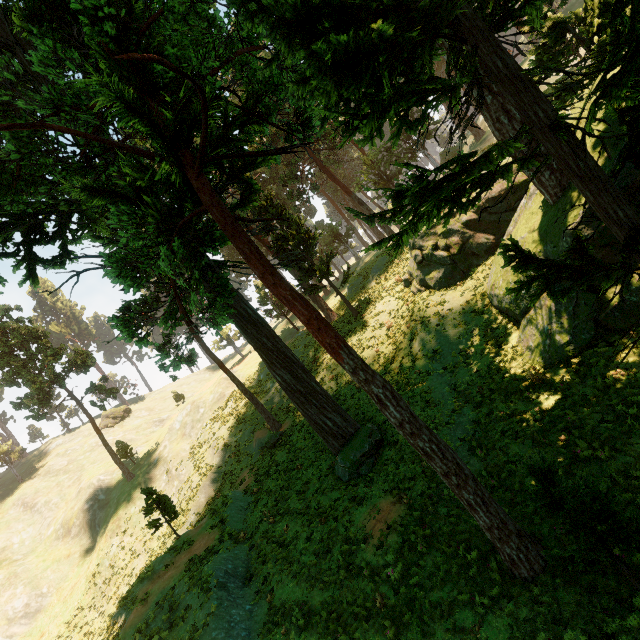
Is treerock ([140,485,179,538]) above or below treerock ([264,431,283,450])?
above

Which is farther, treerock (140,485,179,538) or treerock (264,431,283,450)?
treerock (264,431,283,450)

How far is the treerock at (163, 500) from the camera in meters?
19.0 m

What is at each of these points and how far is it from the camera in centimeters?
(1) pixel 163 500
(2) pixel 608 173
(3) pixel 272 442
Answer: (1) treerock, 1948cm
(2) treerock, 991cm
(3) treerock, 2270cm

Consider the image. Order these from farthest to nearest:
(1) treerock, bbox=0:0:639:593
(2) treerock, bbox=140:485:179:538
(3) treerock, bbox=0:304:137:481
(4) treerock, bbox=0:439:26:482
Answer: (4) treerock, bbox=0:439:26:482 → (3) treerock, bbox=0:304:137:481 → (2) treerock, bbox=140:485:179:538 → (1) treerock, bbox=0:0:639:593

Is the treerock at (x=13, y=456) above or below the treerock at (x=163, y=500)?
above

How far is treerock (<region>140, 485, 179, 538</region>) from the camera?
19.0m
